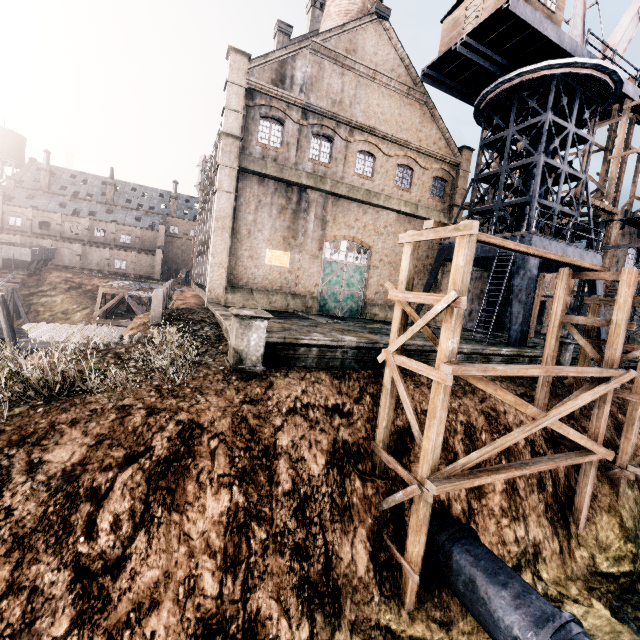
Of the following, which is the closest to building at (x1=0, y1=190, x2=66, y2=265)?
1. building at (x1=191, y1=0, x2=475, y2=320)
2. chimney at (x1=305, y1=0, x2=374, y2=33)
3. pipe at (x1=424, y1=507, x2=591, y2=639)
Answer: building at (x1=191, y1=0, x2=475, y2=320)

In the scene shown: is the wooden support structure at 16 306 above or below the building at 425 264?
below

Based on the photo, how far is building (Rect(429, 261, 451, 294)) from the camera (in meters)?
28.79

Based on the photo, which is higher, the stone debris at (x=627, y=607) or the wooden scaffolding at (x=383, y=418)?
the wooden scaffolding at (x=383, y=418)

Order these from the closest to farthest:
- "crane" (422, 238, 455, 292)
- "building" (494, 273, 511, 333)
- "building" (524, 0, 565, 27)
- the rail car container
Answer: "building" (524, 0, 565, 27) < "crane" (422, 238, 455, 292) < "building" (494, 273, 511, 333) < the rail car container

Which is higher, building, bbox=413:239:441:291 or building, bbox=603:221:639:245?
building, bbox=603:221:639:245

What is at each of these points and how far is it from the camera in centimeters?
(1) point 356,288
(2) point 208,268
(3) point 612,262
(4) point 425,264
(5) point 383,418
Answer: (1) door, 2631cm
(2) building, 2158cm
(3) building, 2741cm
(4) building, 2869cm
(5) wooden scaffolding, 1062cm
